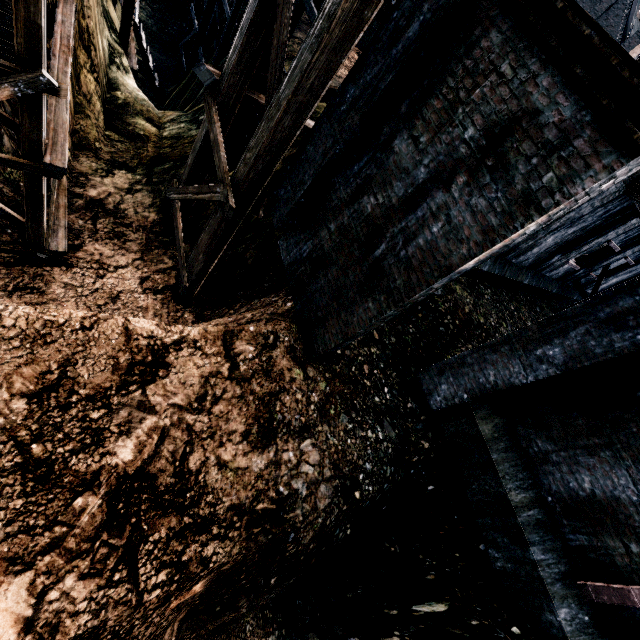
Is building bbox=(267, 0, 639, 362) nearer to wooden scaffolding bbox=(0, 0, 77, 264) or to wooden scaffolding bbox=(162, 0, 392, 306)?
wooden scaffolding bbox=(162, 0, 392, 306)

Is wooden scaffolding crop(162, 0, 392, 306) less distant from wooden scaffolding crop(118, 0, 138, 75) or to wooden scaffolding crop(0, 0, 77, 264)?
wooden scaffolding crop(0, 0, 77, 264)

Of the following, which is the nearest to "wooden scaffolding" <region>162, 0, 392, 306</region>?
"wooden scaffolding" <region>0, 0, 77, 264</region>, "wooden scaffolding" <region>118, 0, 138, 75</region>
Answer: "wooden scaffolding" <region>0, 0, 77, 264</region>

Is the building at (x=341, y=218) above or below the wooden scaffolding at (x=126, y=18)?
above

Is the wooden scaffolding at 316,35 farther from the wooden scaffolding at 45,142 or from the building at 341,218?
the wooden scaffolding at 45,142

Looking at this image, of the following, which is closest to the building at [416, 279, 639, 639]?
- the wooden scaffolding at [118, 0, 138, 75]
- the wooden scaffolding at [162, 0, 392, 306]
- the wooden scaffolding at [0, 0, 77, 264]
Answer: the wooden scaffolding at [162, 0, 392, 306]

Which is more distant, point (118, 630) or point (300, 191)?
point (300, 191)

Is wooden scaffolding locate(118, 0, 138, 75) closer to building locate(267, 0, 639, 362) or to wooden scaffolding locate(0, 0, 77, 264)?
wooden scaffolding locate(0, 0, 77, 264)
